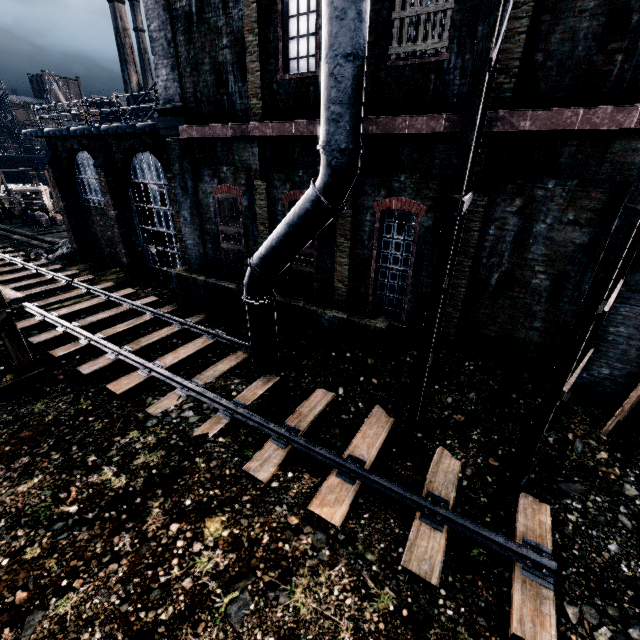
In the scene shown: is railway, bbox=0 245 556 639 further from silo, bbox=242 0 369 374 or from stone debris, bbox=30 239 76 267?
stone debris, bbox=30 239 76 267

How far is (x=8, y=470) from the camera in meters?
7.7

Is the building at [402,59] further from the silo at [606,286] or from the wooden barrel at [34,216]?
the wooden barrel at [34,216]

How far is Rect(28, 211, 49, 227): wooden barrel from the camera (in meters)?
32.25

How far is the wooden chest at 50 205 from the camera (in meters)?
32.50

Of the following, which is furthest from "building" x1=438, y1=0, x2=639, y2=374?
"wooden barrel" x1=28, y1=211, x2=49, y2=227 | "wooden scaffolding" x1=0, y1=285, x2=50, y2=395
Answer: "wooden barrel" x1=28, y1=211, x2=49, y2=227

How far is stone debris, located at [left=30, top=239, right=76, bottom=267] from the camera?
22.4 meters

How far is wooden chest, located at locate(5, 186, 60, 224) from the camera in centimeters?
3250cm
